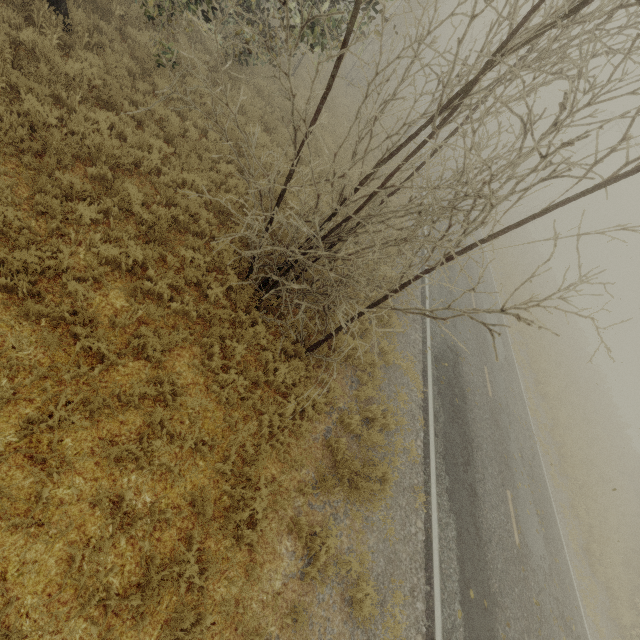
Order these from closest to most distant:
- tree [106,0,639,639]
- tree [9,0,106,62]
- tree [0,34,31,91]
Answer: tree [106,0,639,639], tree [0,34,31,91], tree [9,0,106,62]

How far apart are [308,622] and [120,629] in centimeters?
277cm

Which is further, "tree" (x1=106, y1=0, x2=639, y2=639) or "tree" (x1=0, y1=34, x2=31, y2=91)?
"tree" (x1=0, y1=34, x2=31, y2=91)

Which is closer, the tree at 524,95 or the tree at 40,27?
the tree at 524,95

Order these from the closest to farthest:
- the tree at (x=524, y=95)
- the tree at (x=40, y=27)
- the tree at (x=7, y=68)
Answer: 1. the tree at (x=524, y=95)
2. the tree at (x=7, y=68)
3. the tree at (x=40, y=27)

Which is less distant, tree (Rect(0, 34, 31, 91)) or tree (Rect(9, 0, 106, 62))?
tree (Rect(0, 34, 31, 91))
